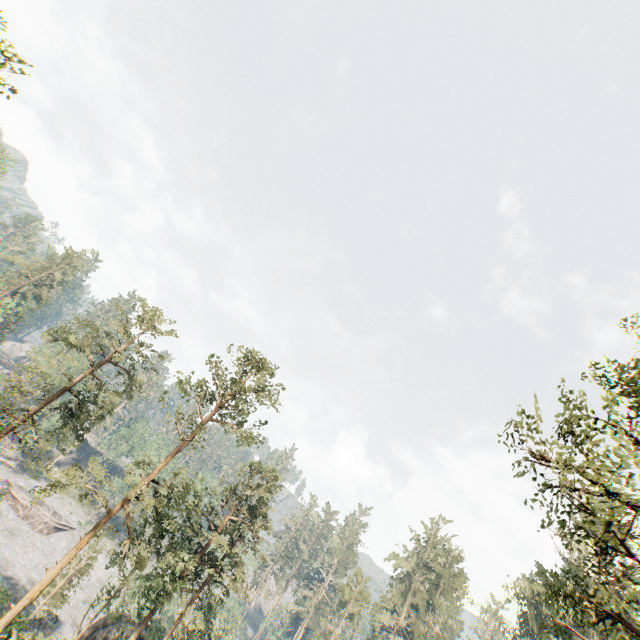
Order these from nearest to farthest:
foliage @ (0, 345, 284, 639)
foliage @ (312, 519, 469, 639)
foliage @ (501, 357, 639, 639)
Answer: foliage @ (501, 357, 639, 639) → foliage @ (0, 345, 284, 639) → foliage @ (312, 519, 469, 639)

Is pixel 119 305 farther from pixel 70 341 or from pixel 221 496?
pixel 221 496

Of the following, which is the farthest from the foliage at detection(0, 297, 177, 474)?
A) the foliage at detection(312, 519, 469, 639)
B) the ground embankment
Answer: the foliage at detection(312, 519, 469, 639)

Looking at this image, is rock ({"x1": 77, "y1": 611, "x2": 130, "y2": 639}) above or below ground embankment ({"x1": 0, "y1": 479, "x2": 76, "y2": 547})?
above

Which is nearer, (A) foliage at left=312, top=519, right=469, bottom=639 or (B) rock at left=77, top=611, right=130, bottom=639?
(B) rock at left=77, top=611, right=130, bottom=639

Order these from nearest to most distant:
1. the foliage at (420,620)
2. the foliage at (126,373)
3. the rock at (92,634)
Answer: the foliage at (126,373) < the rock at (92,634) < the foliage at (420,620)

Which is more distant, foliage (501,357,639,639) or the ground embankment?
the ground embankment

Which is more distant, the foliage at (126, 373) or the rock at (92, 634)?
the rock at (92, 634)
